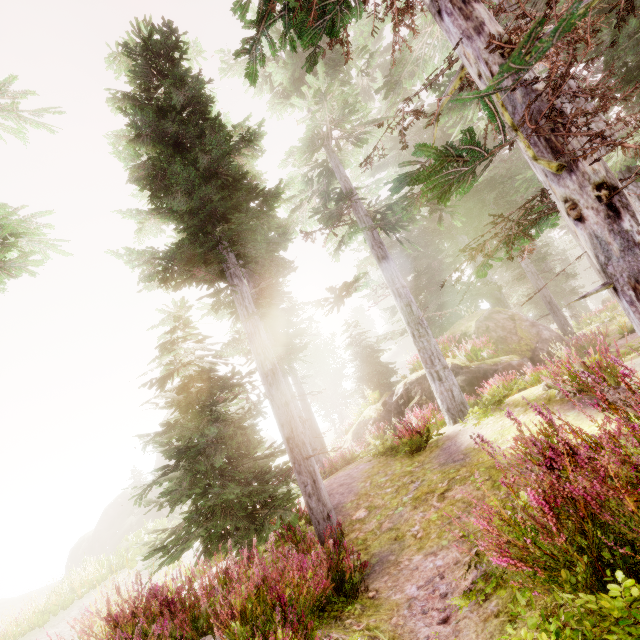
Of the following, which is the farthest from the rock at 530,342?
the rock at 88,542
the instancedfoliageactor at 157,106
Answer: the rock at 88,542

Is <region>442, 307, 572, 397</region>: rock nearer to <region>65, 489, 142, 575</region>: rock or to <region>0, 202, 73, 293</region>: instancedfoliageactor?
<region>0, 202, 73, 293</region>: instancedfoliageactor

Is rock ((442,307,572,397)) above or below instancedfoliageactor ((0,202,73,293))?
below

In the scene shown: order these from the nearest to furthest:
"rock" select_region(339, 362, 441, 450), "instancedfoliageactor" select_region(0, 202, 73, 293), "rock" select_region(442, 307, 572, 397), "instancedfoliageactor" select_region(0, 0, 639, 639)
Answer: "instancedfoliageactor" select_region(0, 0, 639, 639), "instancedfoliageactor" select_region(0, 202, 73, 293), "rock" select_region(442, 307, 572, 397), "rock" select_region(339, 362, 441, 450)

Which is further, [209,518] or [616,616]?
[209,518]

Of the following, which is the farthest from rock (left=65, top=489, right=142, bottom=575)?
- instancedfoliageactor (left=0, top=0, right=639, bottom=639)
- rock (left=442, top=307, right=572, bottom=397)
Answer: rock (left=442, top=307, right=572, bottom=397)
